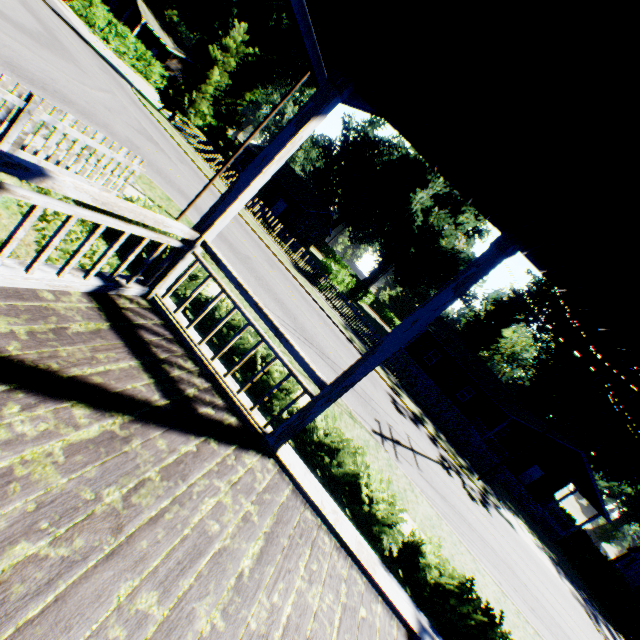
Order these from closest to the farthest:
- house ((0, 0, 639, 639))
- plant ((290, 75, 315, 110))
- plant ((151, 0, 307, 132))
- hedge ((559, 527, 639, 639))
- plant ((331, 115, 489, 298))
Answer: house ((0, 0, 639, 639)) < hedge ((559, 527, 639, 639)) < plant ((331, 115, 489, 298)) < plant ((151, 0, 307, 132)) < plant ((290, 75, 315, 110))

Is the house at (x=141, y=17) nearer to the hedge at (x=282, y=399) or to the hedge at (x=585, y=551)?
the hedge at (x=282, y=399)

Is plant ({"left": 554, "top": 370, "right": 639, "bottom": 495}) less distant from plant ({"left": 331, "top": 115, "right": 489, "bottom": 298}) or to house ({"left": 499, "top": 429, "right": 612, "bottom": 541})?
house ({"left": 499, "top": 429, "right": 612, "bottom": 541})

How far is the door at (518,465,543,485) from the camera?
32.1m

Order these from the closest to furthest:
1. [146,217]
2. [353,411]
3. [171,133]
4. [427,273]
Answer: [146,217], [353,411], [171,133], [427,273]

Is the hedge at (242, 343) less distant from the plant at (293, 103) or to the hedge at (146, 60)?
the hedge at (146, 60)

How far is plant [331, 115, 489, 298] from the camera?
35.1 meters

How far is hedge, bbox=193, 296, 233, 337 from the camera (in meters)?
6.22
